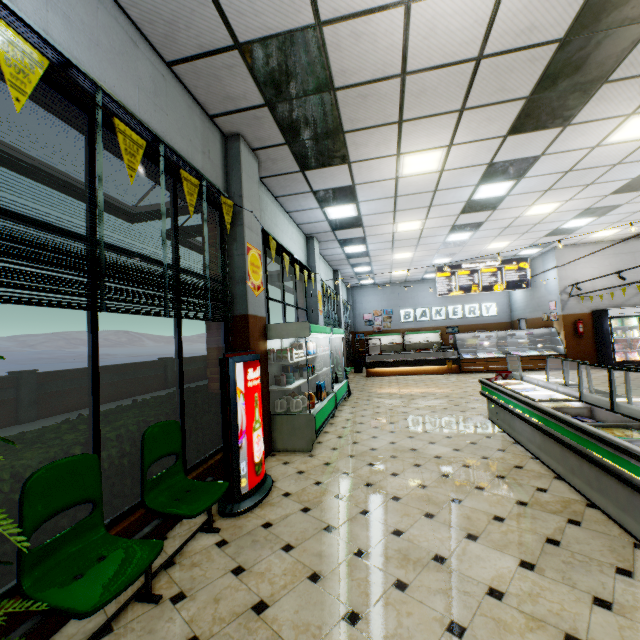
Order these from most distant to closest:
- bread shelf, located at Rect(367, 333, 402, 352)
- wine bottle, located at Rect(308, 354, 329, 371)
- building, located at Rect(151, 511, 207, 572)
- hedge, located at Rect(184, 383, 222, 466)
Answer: bread shelf, located at Rect(367, 333, 402, 352) < wine bottle, located at Rect(308, 354, 329, 371) < hedge, located at Rect(184, 383, 222, 466) < building, located at Rect(151, 511, 207, 572)

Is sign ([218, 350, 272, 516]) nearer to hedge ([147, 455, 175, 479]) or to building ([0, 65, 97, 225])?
building ([0, 65, 97, 225])

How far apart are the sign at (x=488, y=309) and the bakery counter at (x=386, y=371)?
4.4m

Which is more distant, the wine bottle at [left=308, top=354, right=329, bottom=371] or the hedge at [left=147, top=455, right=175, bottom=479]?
the wine bottle at [left=308, top=354, right=329, bottom=371]

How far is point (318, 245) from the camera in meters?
10.5

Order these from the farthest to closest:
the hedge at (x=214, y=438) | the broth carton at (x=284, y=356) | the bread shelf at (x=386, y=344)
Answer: the bread shelf at (x=386, y=344) → the broth carton at (x=284, y=356) → the hedge at (x=214, y=438)

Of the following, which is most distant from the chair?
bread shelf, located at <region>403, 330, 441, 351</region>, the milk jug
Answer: bread shelf, located at <region>403, 330, 441, 351</region>

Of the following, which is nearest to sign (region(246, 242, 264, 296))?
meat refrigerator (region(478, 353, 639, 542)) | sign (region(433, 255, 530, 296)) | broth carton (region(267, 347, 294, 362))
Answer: broth carton (region(267, 347, 294, 362))
